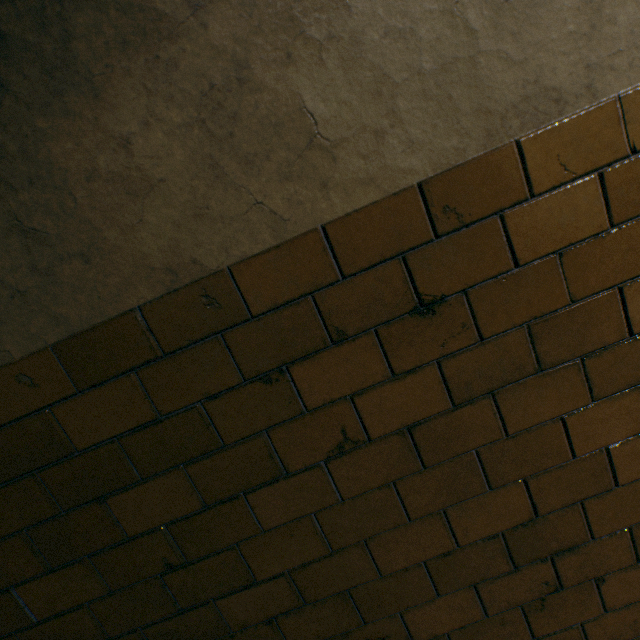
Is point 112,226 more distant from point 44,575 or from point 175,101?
point 44,575
